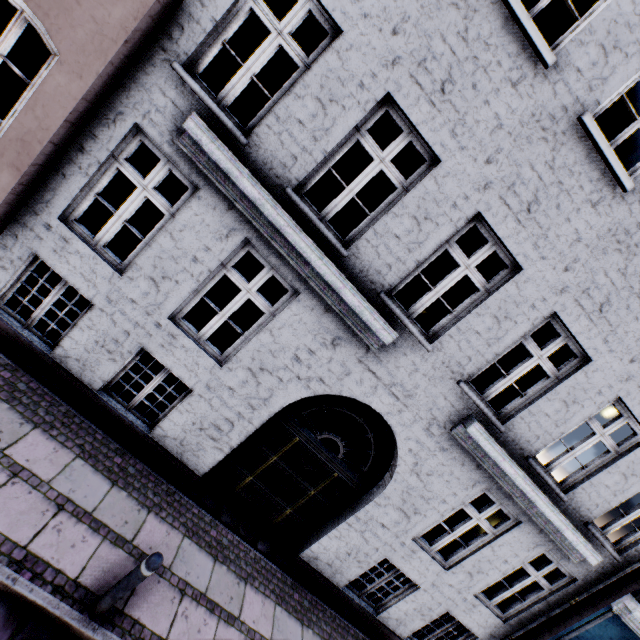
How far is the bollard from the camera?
3.4m

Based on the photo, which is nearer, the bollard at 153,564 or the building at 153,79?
the bollard at 153,564

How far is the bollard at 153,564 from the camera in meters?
3.4 m

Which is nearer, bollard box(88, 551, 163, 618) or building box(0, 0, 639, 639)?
bollard box(88, 551, 163, 618)

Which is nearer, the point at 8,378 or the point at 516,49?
the point at 516,49
